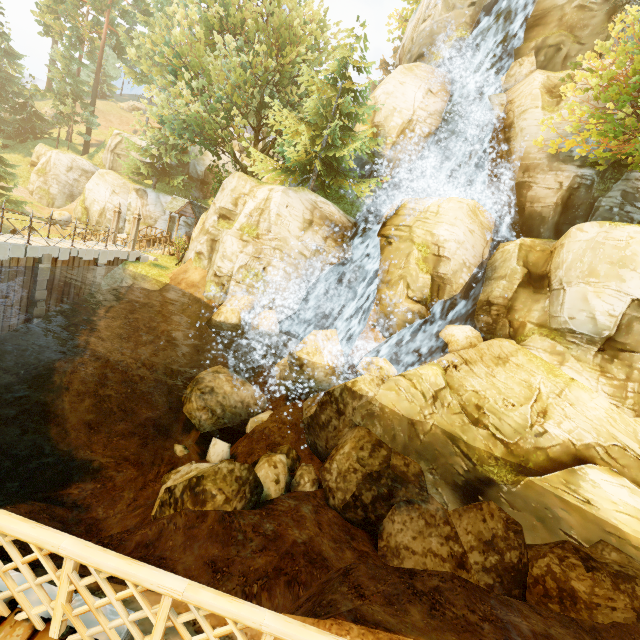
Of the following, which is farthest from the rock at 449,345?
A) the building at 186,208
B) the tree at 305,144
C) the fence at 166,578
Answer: the building at 186,208

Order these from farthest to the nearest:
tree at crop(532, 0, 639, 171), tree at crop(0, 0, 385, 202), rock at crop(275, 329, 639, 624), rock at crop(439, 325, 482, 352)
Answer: tree at crop(0, 0, 385, 202) → rock at crop(439, 325, 482, 352) → tree at crop(532, 0, 639, 171) → rock at crop(275, 329, 639, 624)

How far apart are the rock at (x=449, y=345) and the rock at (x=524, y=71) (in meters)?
15.15

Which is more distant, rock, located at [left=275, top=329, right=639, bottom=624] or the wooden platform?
rock, located at [left=275, top=329, right=639, bottom=624]

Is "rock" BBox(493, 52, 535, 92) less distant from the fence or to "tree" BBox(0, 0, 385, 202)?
"tree" BBox(0, 0, 385, 202)

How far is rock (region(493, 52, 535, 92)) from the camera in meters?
18.9 m

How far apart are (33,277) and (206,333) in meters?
8.0

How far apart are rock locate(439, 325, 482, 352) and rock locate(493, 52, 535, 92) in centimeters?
1515cm
